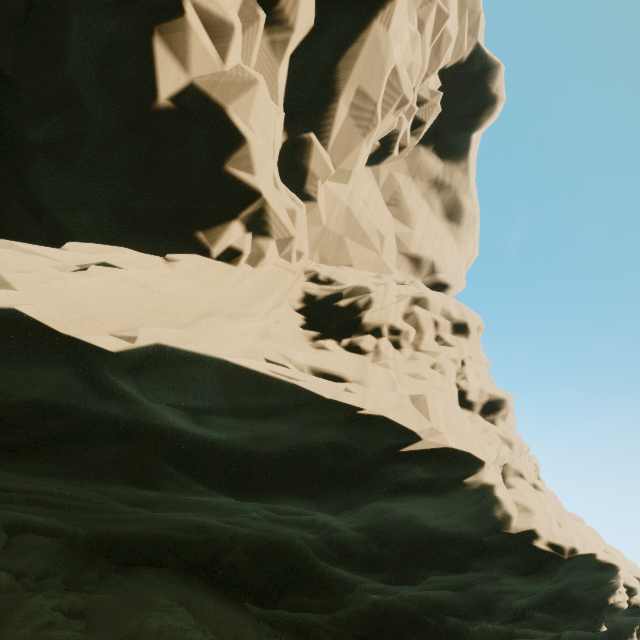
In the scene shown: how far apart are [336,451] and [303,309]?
5.69m
